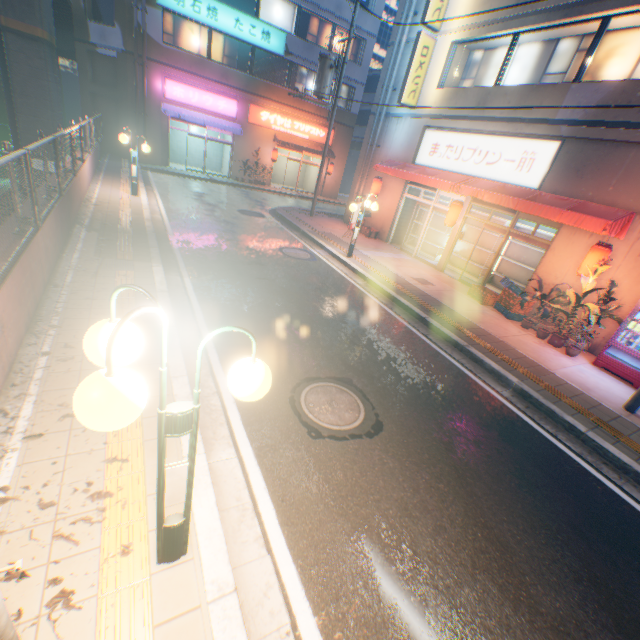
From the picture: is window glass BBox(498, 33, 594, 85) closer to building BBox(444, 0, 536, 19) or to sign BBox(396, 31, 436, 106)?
building BBox(444, 0, 536, 19)

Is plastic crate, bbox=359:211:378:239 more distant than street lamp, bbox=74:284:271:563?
Yes

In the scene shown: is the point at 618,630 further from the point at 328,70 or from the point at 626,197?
the point at 328,70

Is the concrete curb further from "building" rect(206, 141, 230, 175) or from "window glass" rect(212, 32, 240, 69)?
"window glass" rect(212, 32, 240, 69)

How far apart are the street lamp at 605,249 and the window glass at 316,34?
23.90m

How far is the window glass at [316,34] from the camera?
22.4m

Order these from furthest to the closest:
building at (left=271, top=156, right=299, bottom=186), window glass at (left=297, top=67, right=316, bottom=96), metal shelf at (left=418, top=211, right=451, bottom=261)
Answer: building at (left=271, top=156, right=299, bottom=186) → window glass at (left=297, top=67, right=316, bottom=96) → metal shelf at (left=418, top=211, right=451, bottom=261)

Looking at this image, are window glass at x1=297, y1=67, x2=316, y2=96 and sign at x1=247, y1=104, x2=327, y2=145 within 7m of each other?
yes
